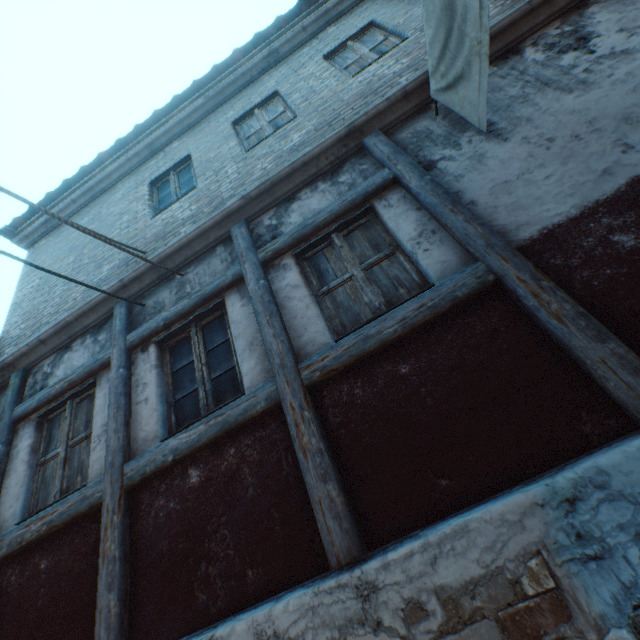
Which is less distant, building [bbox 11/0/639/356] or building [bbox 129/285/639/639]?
building [bbox 129/285/639/639]

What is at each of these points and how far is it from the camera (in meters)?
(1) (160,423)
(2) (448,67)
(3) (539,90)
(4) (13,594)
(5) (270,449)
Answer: (1) building, 3.32
(2) clothesline, 2.88
(3) building, 3.26
(4) building, 3.04
(5) building, 2.65

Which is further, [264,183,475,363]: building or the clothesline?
[264,183,475,363]: building

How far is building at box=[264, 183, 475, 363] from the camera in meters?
2.9

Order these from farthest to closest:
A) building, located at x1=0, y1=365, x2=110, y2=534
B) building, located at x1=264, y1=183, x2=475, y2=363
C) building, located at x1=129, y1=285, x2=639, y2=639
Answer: building, located at x1=0, y1=365, x2=110, y2=534, building, located at x1=264, y1=183, x2=475, y2=363, building, located at x1=129, y1=285, x2=639, y2=639

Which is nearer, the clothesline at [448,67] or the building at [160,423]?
the clothesline at [448,67]

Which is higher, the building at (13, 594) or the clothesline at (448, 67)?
the clothesline at (448, 67)
